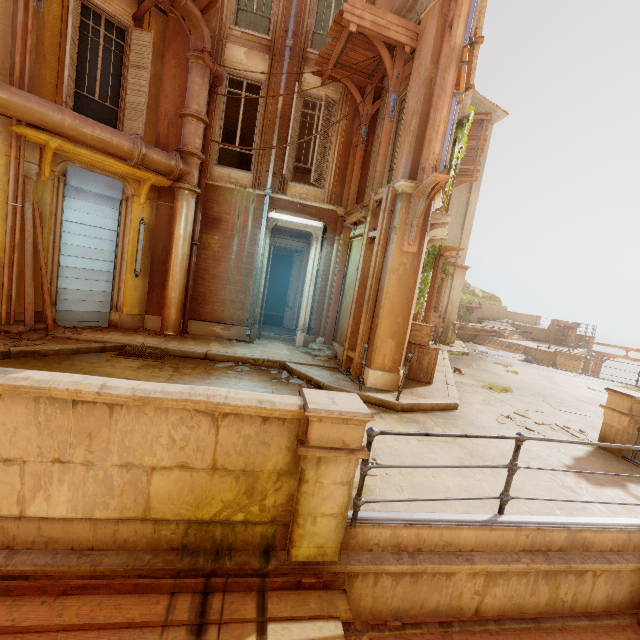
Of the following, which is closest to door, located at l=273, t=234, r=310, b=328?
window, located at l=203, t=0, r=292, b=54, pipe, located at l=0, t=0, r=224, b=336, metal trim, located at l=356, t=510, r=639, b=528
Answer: pipe, located at l=0, t=0, r=224, b=336

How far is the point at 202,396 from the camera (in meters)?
2.72

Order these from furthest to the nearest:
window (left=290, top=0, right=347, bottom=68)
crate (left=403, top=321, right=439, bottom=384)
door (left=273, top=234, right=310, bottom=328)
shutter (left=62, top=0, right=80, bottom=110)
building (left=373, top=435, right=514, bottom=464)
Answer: door (left=273, top=234, right=310, bottom=328) → window (left=290, top=0, right=347, bottom=68) → crate (left=403, top=321, right=439, bottom=384) → shutter (left=62, top=0, right=80, bottom=110) → building (left=373, top=435, right=514, bottom=464)

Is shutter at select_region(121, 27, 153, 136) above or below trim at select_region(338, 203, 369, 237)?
above

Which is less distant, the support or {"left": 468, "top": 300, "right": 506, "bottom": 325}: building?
the support

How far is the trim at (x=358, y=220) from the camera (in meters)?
8.09

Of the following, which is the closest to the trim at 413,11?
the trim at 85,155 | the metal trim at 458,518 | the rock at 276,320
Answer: the trim at 85,155

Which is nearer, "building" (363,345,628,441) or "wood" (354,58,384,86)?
"building" (363,345,628,441)
